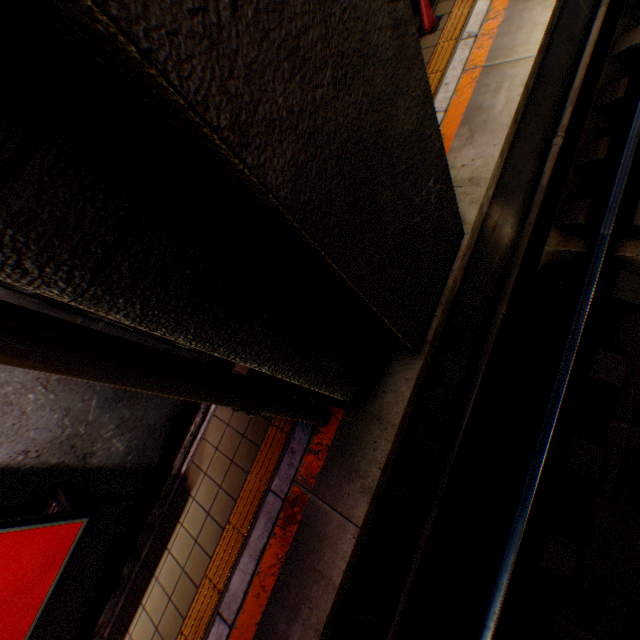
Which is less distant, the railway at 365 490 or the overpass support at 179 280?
the overpass support at 179 280

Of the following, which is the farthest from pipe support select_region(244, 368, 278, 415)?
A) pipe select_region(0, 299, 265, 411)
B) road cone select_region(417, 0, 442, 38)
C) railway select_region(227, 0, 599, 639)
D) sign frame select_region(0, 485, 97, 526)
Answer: road cone select_region(417, 0, 442, 38)

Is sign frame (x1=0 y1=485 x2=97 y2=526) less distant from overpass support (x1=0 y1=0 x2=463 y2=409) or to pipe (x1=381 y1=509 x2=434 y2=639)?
overpass support (x1=0 y1=0 x2=463 y2=409)

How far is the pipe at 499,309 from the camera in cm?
419

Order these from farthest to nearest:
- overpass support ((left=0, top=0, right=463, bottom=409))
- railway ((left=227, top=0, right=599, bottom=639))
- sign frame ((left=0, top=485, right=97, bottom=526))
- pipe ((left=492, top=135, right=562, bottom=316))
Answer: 1. pipe ((left=492, top=135, right=562, bottom=316))
2. railway ((left=227, top=0, right=599, bottom=639))
3. sign frame ((left=0, top=485, right=97, bottom=526))
4. overpass support ((left=0, top=0, right=463, bottom=409))

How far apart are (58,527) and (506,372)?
5.09m

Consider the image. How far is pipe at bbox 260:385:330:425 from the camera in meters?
2.9

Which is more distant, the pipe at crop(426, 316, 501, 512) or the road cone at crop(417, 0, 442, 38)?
the road cone at crop(417, 0, 442, 38)
